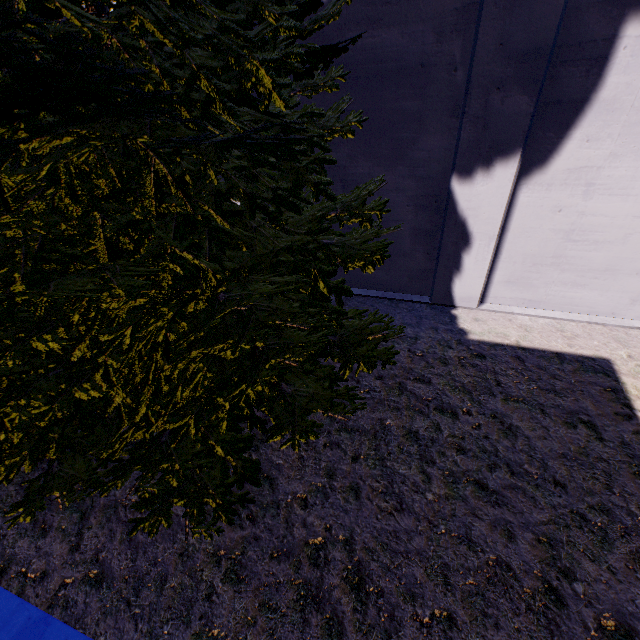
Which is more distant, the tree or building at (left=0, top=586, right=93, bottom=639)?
building at (left=0, top=586, right=93, bottom=639)

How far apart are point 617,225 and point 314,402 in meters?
5.8 m

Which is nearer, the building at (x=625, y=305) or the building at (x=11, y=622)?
the building at (x=11, y=622)

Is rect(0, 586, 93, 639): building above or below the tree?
below

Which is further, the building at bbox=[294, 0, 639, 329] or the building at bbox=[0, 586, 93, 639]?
the building at bbox=[294, 0, 639, 329]

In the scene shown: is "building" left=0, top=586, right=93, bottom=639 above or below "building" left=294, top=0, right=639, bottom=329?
below

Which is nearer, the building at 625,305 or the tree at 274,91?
the tree at 274,91

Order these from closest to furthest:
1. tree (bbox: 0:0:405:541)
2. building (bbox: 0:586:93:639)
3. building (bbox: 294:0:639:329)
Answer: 1. tree (bbox: 0:0:405:541)
2. building (bbox: 0:586:93:639)
3. building (bbox: 294:0:639:329)
